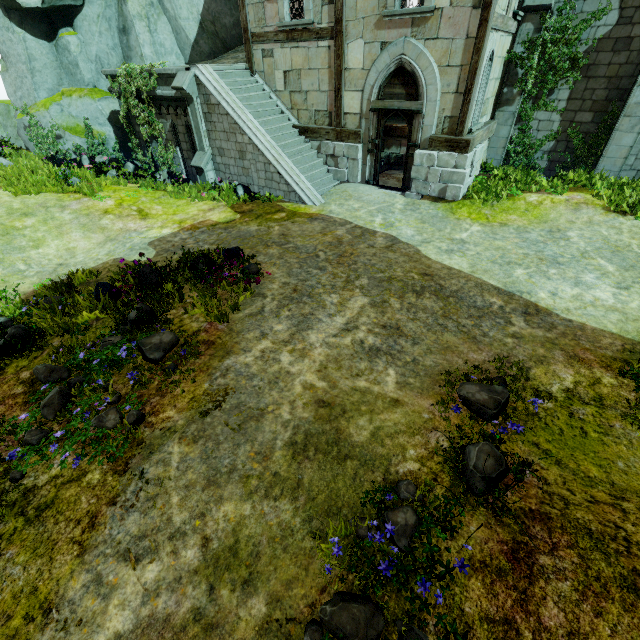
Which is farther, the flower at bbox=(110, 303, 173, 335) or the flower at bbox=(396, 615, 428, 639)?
the flower at bbox=(110, 303, 173, 335)

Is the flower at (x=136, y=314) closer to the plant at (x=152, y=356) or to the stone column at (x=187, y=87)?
the plant at (x=152, y=356)

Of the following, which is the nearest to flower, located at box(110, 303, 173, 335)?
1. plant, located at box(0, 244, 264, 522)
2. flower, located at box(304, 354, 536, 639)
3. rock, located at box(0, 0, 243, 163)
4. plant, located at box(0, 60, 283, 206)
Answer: plant, located at box(0, 244, 264, 522)

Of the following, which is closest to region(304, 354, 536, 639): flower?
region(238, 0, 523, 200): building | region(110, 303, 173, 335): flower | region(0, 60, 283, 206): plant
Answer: region(110, 303, 173, 335): flower

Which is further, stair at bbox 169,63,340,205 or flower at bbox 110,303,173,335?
stair at bbox 169,63,340,205

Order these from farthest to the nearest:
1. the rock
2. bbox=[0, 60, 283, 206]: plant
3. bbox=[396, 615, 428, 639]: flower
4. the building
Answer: the rock → bbox=[0, 60, 283, 206]: plant → the building → bbox=[396, 615, 428, 639]: flower

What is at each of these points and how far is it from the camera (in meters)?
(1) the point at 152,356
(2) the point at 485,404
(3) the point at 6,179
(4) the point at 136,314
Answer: (1) plant, 5.16
(2) flower, 4.29
(3) plant, 10.27
(4) flower, 5.69

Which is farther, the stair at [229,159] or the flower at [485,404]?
the stair at [229,159]
